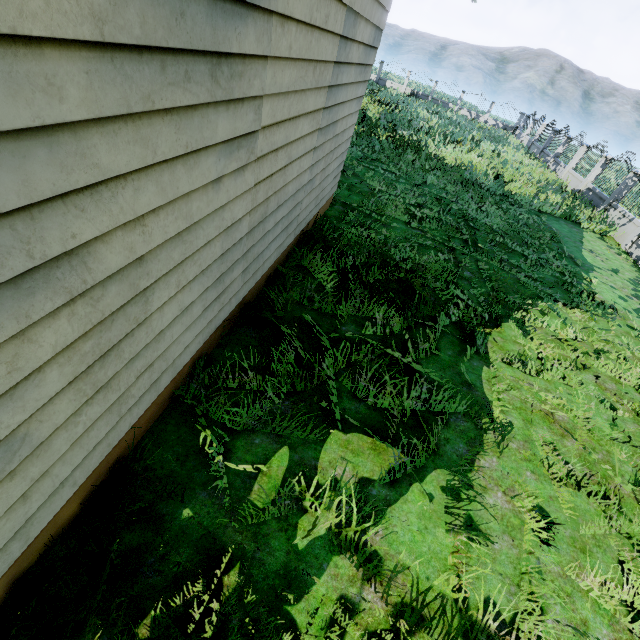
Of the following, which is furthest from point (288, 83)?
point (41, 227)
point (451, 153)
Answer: point (451, 153)
